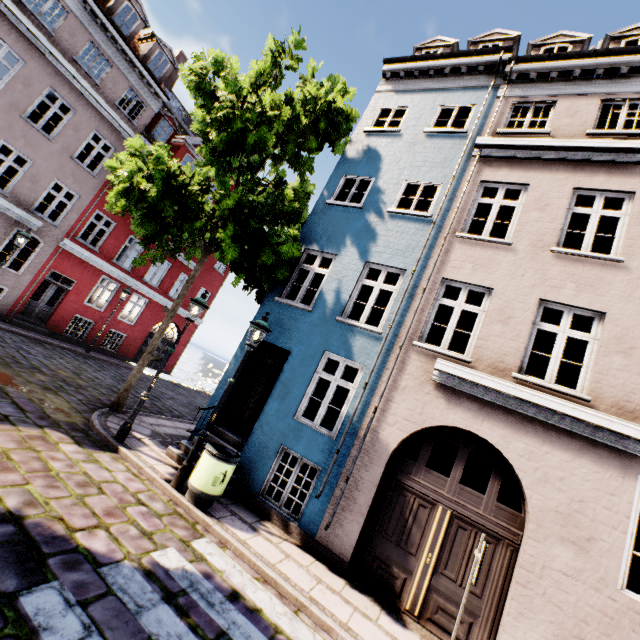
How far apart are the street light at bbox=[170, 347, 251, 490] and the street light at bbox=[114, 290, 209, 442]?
1.52m

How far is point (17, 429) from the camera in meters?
5.8

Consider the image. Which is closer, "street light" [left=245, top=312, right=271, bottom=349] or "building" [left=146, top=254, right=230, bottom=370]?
"street light" [left=245, top=312, right=271, bottom=349]

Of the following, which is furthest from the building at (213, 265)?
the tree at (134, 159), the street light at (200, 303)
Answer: the tree at (134, 159)

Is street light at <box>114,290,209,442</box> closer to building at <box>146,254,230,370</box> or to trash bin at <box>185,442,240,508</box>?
building at <box>146,254,230,370</box>

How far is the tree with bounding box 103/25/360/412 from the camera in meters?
7.6

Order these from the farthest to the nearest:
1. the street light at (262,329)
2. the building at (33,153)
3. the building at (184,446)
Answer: the building at (33,153) → the building at (184,446) → the street light at (262,329)

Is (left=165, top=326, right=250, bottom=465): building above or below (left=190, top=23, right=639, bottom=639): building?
below
